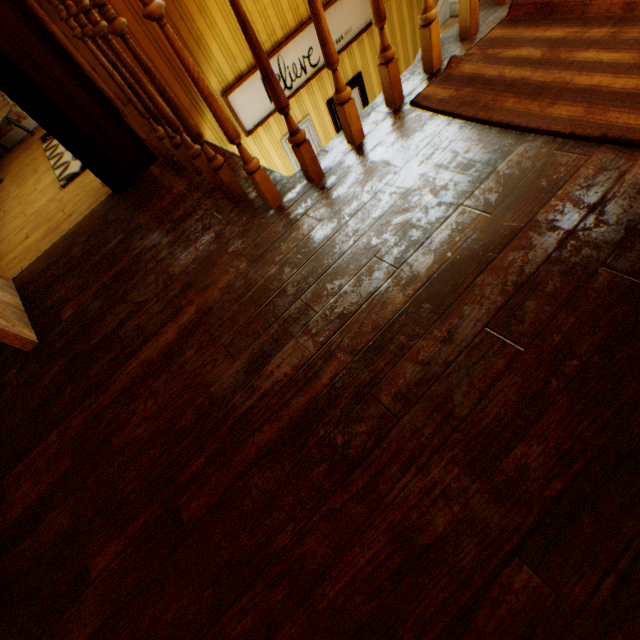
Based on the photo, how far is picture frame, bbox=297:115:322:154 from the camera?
3.61m

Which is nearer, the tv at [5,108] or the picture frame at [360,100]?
the picture frame at [360,100]

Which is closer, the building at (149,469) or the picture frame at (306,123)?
the building at (149,469)

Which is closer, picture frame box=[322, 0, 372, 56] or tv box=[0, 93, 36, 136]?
picture frame box=[322, 0, 372, 56]

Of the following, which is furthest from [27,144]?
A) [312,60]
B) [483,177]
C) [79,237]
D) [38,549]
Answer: [483,177]

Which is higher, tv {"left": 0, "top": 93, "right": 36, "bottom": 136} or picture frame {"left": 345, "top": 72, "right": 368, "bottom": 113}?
tv {"left": 0, "top": 93, "right": 36, "bottom": 136}

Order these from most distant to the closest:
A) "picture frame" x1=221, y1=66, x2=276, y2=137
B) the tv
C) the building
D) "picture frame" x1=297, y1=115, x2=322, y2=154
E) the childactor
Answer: the tv < "picture frame" x1=297, y1=115, x2=322, y2=154 < "picture frame" x1=221, y1=66, x2=276, y2=137 < the childactor < the building

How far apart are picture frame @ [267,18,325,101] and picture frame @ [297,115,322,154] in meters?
0.3 m
